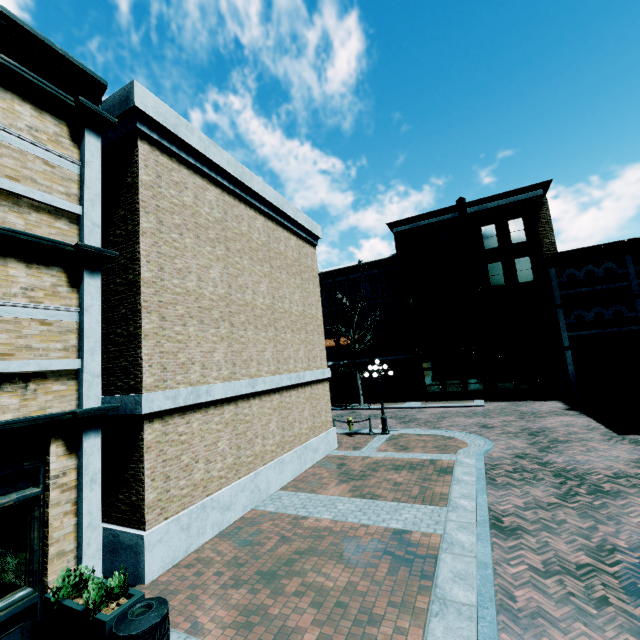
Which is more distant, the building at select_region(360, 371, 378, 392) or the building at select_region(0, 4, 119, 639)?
the building at select_region(360, 371, 378, 392)

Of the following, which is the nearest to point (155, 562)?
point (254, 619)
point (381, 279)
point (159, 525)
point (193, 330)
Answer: point (159, 525)

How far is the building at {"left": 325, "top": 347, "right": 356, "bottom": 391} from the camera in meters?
32.6 m

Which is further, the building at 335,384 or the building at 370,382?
the building at 335,384

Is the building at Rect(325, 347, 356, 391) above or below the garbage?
above

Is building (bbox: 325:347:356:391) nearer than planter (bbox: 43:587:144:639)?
No

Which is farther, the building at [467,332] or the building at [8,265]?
the building at [467,332]

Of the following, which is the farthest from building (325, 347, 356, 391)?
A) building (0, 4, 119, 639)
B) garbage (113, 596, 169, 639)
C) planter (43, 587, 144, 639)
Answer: planter (43, 587, 144, 639)
